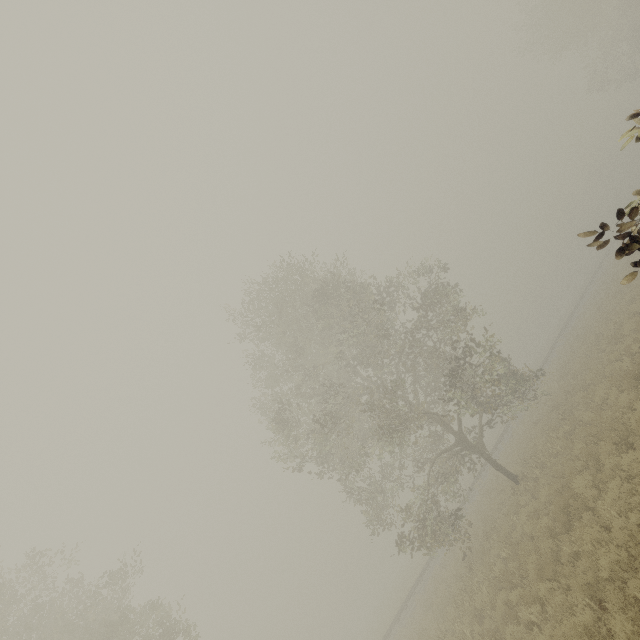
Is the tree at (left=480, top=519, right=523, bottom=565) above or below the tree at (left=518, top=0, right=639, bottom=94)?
below

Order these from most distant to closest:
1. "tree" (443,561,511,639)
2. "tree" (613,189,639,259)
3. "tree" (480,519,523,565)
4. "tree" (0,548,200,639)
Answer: "tree" (0,548,200,639) → "tree" (480,519,523,565) → "tree" (443,561,511,639) → "tree" (613,189,639,259)

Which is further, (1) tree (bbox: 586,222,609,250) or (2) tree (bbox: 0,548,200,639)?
(2) tree (bbox: 0,548,200,639)

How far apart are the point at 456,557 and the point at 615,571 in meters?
16.4

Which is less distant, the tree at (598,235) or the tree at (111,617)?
the tree at (598,235)

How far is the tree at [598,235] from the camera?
3.3m
